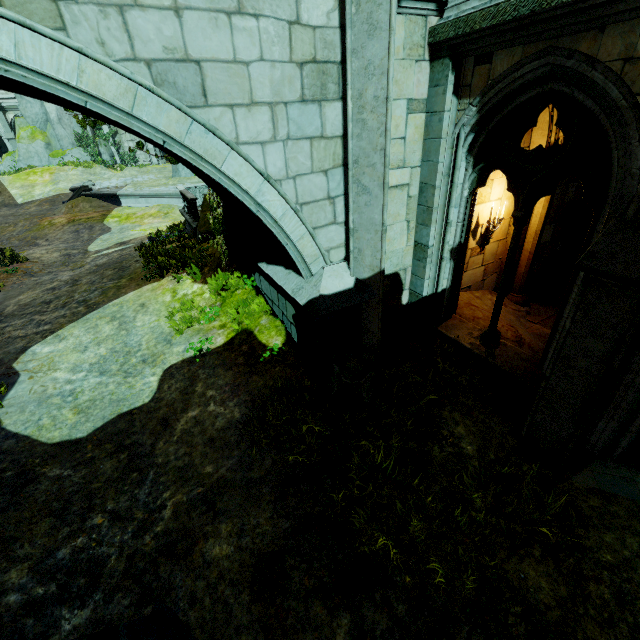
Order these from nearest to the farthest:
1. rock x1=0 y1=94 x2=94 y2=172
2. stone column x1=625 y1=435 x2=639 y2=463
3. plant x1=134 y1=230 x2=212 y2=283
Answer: stone column x1=625 y1=435 x2=639 y2=463, plant x1=134 y1=230 x2=212 y2=283, rock x1=0 y1=94 x2=94 y2=172

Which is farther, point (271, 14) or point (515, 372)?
point (515, 372)

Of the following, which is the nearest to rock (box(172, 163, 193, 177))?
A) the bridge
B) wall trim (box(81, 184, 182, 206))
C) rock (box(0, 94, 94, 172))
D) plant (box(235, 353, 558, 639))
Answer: wall trim (box(81, 184, 182, 206))

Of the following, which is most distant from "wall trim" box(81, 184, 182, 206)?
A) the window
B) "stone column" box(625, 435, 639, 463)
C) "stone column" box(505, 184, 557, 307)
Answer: "stone column" box(625, 435, 639, 463)

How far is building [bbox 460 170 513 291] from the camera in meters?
6.4

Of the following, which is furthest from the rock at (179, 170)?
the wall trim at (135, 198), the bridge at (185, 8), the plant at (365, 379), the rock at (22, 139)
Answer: the plant at (365, 379)

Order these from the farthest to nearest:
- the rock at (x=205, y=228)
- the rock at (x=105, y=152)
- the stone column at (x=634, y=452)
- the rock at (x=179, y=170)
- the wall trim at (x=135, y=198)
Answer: the rock at (x=105, y=152) < the rock at (x=179, y=170) < the wall trim at (x=135, y=198) < the rock at (x=205, y=228) < the stone column at (x=634, y=452)

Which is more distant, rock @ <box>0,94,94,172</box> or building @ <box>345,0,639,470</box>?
rock @ <box>0,94,94,172</box>
